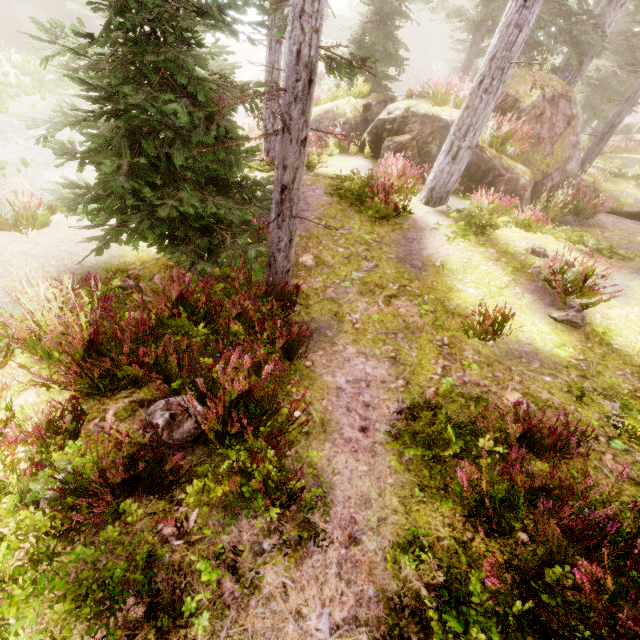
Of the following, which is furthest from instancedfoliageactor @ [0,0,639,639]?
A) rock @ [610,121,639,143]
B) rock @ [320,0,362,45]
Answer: rock @ [320,0,362,45]

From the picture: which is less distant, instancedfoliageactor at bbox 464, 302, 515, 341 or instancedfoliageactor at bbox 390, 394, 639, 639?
instancedfoliageactor at bbox 390, 394, 639, 639

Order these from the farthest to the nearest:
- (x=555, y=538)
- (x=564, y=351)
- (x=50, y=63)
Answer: (x=50, y=63), (x=564, y=351), (x=555, y=538)

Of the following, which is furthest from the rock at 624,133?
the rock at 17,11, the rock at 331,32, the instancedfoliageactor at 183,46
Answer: the rock at 17,11

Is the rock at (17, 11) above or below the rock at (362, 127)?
below

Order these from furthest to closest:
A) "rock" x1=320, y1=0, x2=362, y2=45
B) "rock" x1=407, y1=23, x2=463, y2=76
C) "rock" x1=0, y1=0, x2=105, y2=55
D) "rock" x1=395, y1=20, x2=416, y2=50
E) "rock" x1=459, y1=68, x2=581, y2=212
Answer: "rock" x1=320, y1=0, x2=362, y2=45, "rock" x1=395, y1=20, x2=416, y2=50, "rock" x1=407, y1=23, x2=463, y2=76, "rock" x1=0, y1=0, x2=105, y2=55, "rock" x1=459, y1=68, x2=581, y2=212

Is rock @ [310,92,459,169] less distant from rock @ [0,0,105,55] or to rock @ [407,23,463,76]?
rock @ [0,0,105,55]

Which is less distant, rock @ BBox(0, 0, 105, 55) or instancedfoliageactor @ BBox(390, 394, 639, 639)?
instancedfoliageactor @ BBox(390, 394, 639, 639)
